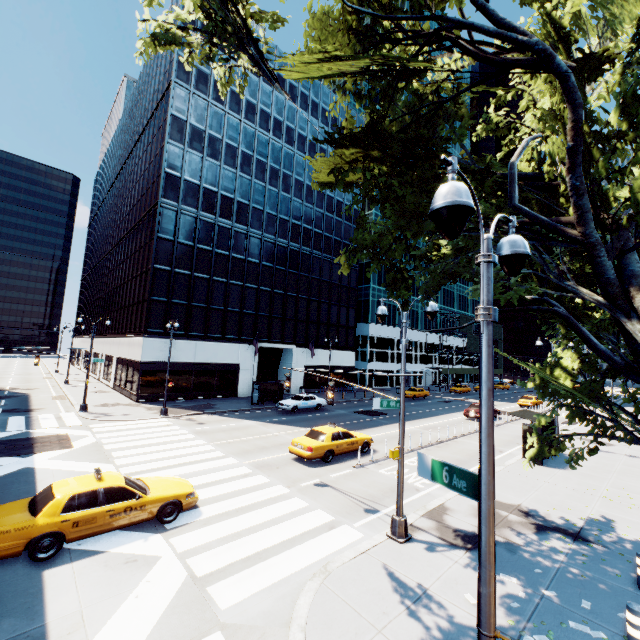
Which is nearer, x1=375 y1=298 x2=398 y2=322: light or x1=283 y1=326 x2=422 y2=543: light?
x1=283 y1=326 x2=422 y2=543: light

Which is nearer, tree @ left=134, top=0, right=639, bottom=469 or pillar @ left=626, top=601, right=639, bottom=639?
pillar @ left=626, top=601, right=639, bottom=639

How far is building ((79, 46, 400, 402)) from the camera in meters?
32.3

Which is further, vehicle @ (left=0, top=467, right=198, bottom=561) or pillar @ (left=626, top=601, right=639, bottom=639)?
vehicle @ (left=0, top=467, right=198, bottom=561)

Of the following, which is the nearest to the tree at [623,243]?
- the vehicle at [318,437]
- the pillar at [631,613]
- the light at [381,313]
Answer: the light at [381,313]

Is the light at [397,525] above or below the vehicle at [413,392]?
below

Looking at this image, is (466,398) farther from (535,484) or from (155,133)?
(155,133)

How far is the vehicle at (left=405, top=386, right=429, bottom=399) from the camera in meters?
43.6 m
